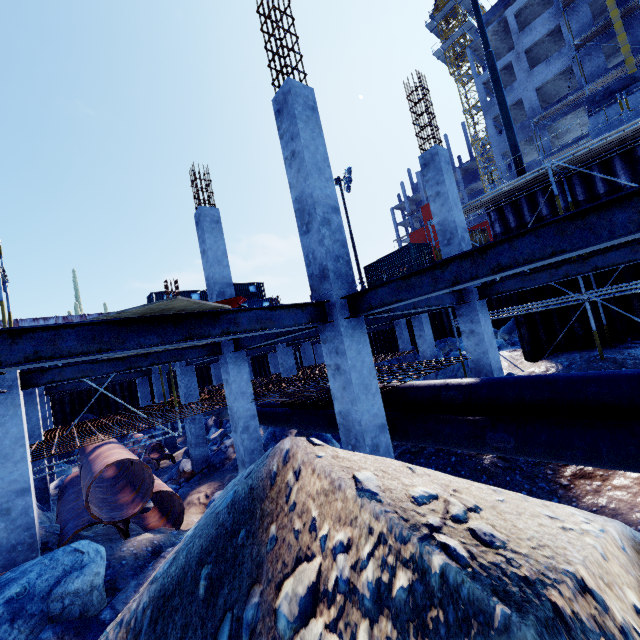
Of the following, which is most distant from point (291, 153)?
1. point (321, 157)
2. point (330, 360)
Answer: point (330, 360)

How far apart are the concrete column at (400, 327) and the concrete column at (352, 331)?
17.1 meters

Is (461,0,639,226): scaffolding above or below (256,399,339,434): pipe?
above

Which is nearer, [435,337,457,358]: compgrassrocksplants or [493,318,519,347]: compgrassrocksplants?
[493,318,519,347]: compgrassrocksplants

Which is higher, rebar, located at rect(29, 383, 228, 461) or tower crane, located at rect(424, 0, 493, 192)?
tower crane, located at rect(424, 0, 493, 192)

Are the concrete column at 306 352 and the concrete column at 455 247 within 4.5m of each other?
no

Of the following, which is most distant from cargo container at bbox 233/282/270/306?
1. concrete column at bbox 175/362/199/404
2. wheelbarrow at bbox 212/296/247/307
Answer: wheelbarrow at bbox 212/296/247/307

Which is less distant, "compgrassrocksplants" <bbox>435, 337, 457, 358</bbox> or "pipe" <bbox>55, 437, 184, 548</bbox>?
"pipe" <bbox>55, 437, 184, 548</bbox>
